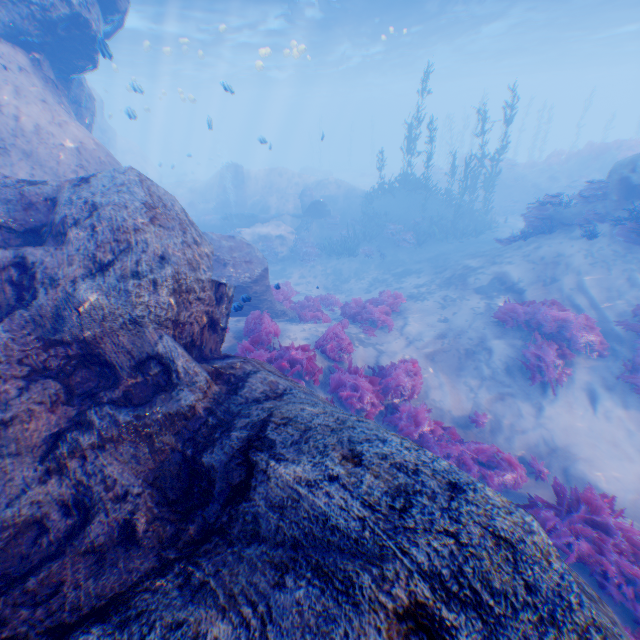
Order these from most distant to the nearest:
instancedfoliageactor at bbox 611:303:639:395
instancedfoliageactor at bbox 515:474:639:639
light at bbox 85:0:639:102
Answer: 1. light at bbox 85:0:639:102
2. instancedfoliageactor at bbox 611:303:639:395
3. instancedfoliageactor at bbox 515:474:639:639

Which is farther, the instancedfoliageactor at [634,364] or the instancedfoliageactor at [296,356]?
the instancedfoliageactor at [634,364]

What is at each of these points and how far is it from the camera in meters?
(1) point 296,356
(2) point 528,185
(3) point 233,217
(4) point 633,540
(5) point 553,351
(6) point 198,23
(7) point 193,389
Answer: (1) instancedfoliageactor, 7.7 m
(2) rock, 23.6 m
(3) plane, 22.8 m
(4) instancedfoliageactor, 5.2 m
(5) instancedfoliageactor, 8.2 m
(6) light, 22.4 m
(7) rock, 4.0 m

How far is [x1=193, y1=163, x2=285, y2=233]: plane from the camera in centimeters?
2219cm

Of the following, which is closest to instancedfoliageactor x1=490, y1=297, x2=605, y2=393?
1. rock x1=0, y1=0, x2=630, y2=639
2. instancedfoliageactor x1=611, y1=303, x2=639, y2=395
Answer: instancedfoliageactor x1=611, y1=303, x2=639, y2=395

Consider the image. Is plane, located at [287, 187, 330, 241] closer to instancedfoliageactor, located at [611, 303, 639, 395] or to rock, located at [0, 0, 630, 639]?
rock, located at [0, 0, 630, 639]

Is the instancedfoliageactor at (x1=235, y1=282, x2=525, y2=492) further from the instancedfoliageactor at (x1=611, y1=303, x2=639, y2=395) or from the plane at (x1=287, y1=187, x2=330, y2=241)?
the plane at (x1=287, y1=187, x2=330, y2=241)

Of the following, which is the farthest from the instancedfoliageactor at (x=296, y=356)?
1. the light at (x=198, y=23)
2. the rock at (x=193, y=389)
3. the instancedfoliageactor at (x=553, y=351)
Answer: the light at (x=198, y=23)
